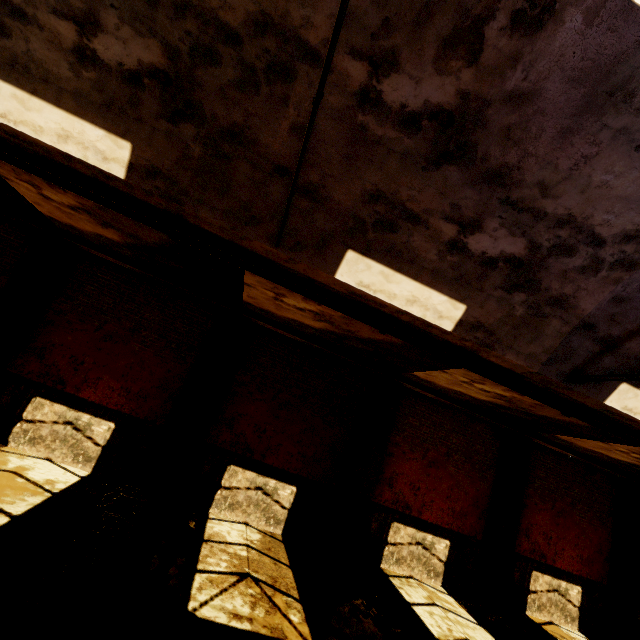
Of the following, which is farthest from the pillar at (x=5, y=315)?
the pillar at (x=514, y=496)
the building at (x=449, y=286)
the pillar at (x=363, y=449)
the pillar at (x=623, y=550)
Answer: the pillar at (x=623, y=550)

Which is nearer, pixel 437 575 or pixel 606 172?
pixel 606 172

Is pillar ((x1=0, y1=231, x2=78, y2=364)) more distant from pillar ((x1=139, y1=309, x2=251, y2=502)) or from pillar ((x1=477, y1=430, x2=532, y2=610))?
pillar ((x1=477, y1=430, x2=532, y2=610))

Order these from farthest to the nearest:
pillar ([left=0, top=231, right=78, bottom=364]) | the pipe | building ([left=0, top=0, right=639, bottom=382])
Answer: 1. pillar ([left=0, top=231, right=78, bottom=364])
2. the pipe
3. building ([left=0, top=0, right=639, bottom=382])

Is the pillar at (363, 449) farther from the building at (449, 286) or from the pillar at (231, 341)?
the building at (449, 286)

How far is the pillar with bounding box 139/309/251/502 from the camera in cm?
786

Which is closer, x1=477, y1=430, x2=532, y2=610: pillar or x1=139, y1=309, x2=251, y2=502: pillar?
x1=139, y1=309, x2=251, y2=502: pillar

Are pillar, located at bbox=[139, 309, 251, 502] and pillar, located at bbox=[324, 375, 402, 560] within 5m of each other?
yes
